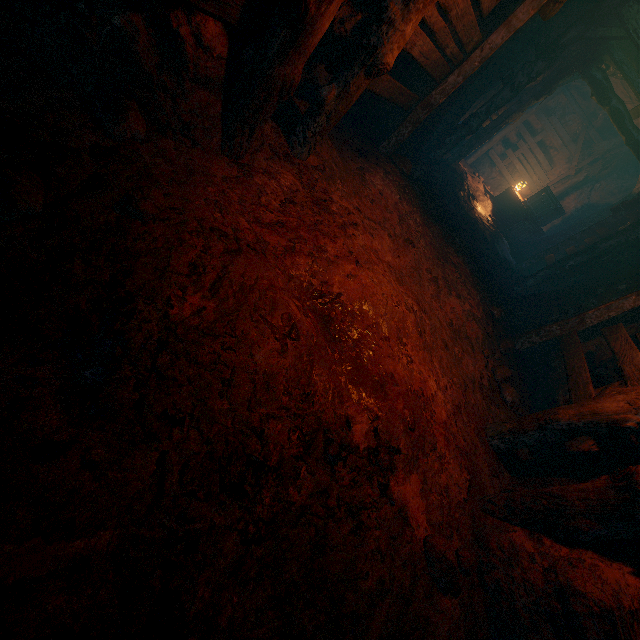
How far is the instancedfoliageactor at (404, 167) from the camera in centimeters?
585cm

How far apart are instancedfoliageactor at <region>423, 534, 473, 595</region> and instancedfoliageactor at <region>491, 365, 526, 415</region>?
3.0 meters

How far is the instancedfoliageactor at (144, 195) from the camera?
1.8 meters

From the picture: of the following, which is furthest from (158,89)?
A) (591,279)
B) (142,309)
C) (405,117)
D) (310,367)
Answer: (591,279)

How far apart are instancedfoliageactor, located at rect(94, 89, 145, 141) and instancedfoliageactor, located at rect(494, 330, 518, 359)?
5.8 meters

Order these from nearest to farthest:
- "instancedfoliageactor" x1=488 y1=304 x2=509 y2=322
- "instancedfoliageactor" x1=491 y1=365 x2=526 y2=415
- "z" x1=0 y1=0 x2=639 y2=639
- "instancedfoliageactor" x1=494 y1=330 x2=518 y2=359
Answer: "z" x1=0 y1=0 x2=639 y2=639 → "instancedfoliageactor" x1=491 y1=365 x2=526 y2=415 → "instancedfoliageactor" x1=494 y1=330 x2=518 y2=359 → "instancedfoliageactor" x1=488 y1=304 x2=509 y2=322

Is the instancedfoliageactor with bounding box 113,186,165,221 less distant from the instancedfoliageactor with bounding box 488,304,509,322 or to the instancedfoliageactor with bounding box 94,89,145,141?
the instancedfoliageactor with bounding box 94,89,145,141

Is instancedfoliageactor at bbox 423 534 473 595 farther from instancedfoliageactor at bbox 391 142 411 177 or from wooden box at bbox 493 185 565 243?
wooden box at bbox 493 185 565 243
